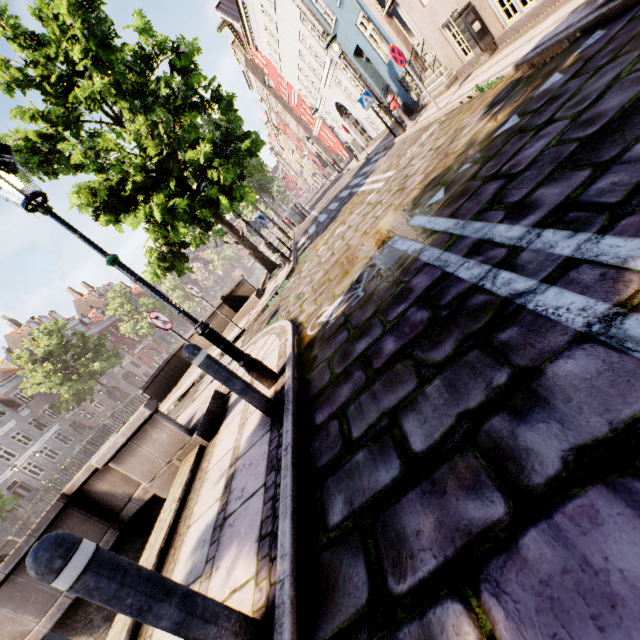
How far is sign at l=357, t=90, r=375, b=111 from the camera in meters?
11.6

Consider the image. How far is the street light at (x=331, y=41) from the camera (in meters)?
10.15

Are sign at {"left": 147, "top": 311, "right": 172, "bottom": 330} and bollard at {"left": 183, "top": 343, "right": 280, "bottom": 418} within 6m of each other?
yes

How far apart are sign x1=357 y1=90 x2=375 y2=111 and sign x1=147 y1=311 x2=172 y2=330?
10.3m

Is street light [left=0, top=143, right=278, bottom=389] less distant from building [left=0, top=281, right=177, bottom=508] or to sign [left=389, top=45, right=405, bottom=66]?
sign [left=389, top=45, right=405, bottom=66]

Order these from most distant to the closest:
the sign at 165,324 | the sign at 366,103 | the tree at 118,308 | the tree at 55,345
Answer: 1. the tree at 118,308
2. the tree at 55,345
3. the sign at 366,103
4. the sign at 165,324

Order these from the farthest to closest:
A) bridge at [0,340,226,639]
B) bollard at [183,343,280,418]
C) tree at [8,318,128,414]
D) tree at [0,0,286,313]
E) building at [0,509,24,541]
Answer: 1. tree at [8,318,128,414]
2. building at [0,509,24,541]
3. tree at [0,0,286,313]
4. bridge at [0,340,226,639]
5. bollard at [183,343,280,418]

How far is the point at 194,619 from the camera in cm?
143
